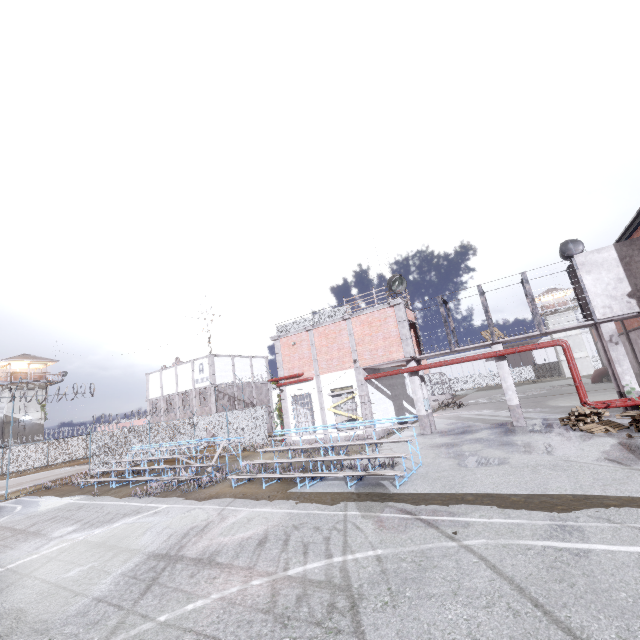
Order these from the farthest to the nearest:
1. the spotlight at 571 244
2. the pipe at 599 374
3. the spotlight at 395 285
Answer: the pipe at 599 374
the spotlight at 395 285
the spotlight at 571 244

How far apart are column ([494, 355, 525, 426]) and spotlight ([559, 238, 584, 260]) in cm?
514

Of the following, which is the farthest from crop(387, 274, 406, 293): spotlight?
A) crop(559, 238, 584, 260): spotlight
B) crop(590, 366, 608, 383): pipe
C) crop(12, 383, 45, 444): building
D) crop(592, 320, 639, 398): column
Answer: crop(12, 383, 45, 444): building

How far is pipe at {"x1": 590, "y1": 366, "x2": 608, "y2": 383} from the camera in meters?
31.9

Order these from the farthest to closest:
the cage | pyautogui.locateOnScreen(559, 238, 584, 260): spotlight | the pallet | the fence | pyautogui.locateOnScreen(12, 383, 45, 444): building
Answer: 1. the cage
2. pyautogui.locateOnScreen(12, 383, 45, 444): building
3. the fence
4. pyautogui.locateOnScreen(559, 238, 584, 260): spotlight
5. the pallet

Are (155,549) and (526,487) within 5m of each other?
no

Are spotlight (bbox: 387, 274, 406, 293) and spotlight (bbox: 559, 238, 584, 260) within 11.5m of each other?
yes

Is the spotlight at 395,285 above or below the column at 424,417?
above
